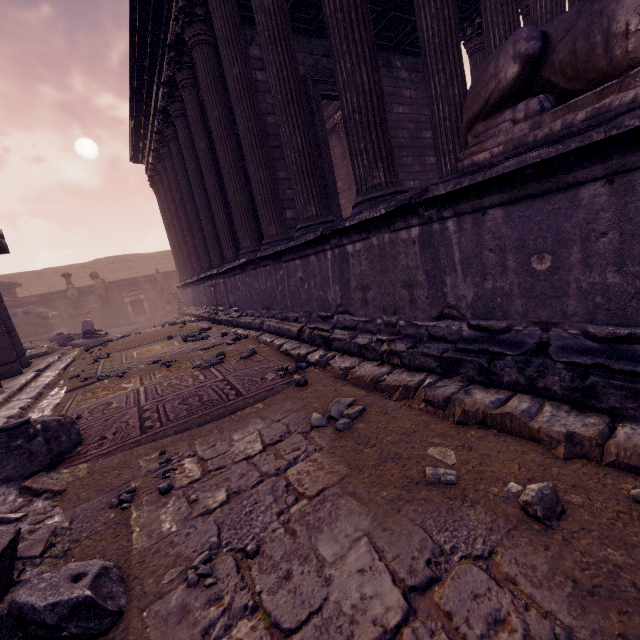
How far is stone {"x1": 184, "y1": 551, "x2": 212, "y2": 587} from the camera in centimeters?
142cm

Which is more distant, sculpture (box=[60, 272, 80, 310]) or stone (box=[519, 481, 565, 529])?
sculpture (box=[60, 272, 80, 310])

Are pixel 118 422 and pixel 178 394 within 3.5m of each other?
yes

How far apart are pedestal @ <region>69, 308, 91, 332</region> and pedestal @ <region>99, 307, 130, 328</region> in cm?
12

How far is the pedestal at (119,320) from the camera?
18.0 meters

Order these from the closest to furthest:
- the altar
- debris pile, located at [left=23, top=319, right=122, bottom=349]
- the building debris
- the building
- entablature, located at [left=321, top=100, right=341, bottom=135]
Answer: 1. the building
2. debris pile, located at [left=23, top=319, right=122, bottom=349]
3. entablature, located at [left=321, top=100, right=341, bottom=135]
4. the building debris
5. the altar

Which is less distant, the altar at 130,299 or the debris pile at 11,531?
the debris pile at 11,531

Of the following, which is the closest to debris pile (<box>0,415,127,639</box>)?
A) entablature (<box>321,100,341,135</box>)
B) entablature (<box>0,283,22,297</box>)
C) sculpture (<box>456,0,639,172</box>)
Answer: sculpture (<box>456,0,639,172</box>)
